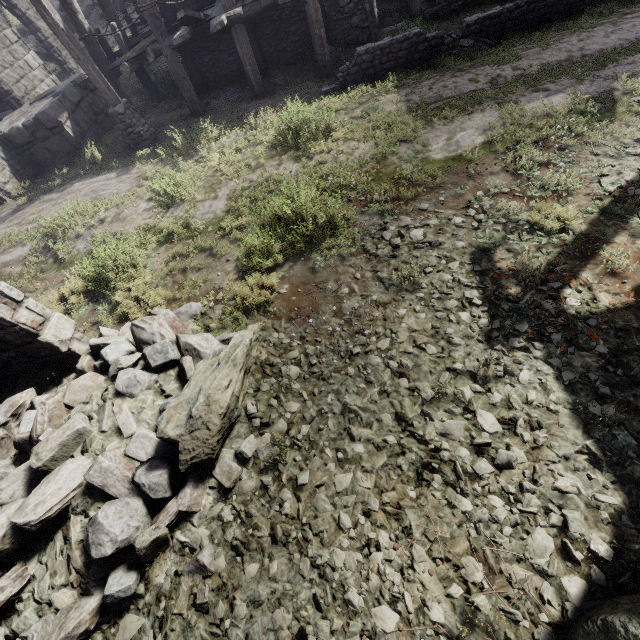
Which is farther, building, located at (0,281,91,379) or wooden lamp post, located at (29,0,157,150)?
wooden lamp post, located at (29,0,157,150)

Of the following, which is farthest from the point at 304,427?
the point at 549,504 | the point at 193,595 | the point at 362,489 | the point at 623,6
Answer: the point at 623,6

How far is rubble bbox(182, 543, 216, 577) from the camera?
3.5 meters

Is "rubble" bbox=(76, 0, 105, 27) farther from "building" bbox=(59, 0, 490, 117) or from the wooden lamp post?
the wooden lamp post

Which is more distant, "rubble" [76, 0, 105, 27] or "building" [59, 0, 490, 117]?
"rubble" [76, 0, 105, 27]

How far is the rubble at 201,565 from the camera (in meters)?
3.52

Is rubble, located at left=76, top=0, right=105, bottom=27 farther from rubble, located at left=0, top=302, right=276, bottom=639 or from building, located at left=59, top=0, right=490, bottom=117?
rubble, located at left=0, top=302, right=276, bottom=639

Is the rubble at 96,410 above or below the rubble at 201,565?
above
